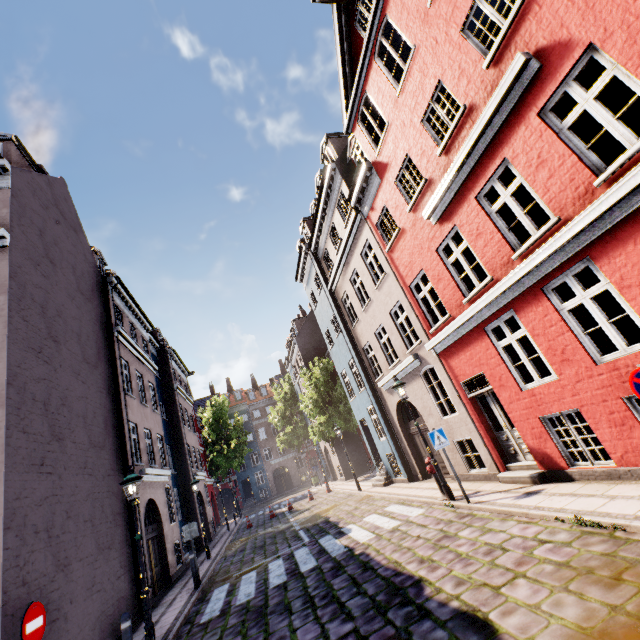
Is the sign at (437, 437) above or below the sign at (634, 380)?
below

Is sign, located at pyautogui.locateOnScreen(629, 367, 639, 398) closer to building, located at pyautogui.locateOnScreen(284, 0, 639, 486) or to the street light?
building, located at pyautogui.locateOnScreen(284, 0, 639, 486)

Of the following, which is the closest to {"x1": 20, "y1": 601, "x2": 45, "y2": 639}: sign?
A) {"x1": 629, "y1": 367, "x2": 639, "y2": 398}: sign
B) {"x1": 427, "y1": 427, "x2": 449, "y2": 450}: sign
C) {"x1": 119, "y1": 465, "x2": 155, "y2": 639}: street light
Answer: {"x1": 119, "y1": 465, "x2": 155, "y2": 639}: street light

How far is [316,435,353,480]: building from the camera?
27.31m

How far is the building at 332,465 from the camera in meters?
27.3 m

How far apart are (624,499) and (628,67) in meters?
6.8

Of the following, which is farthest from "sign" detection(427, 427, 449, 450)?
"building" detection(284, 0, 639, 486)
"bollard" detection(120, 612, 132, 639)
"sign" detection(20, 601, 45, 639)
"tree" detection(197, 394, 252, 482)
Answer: "tree" detection(197, 394, 252, 482)

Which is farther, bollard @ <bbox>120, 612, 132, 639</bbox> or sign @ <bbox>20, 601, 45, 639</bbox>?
bollard @ <bbox>120, 612, 132, 639</bbox>
